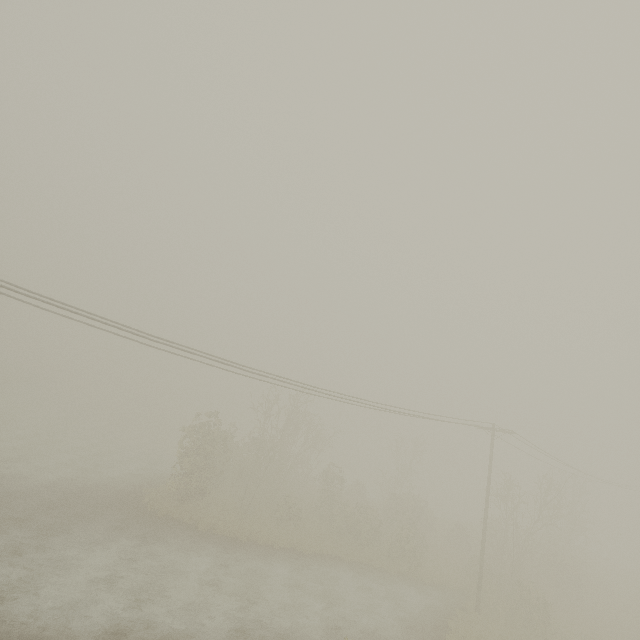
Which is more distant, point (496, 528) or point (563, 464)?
point (563, 464)
